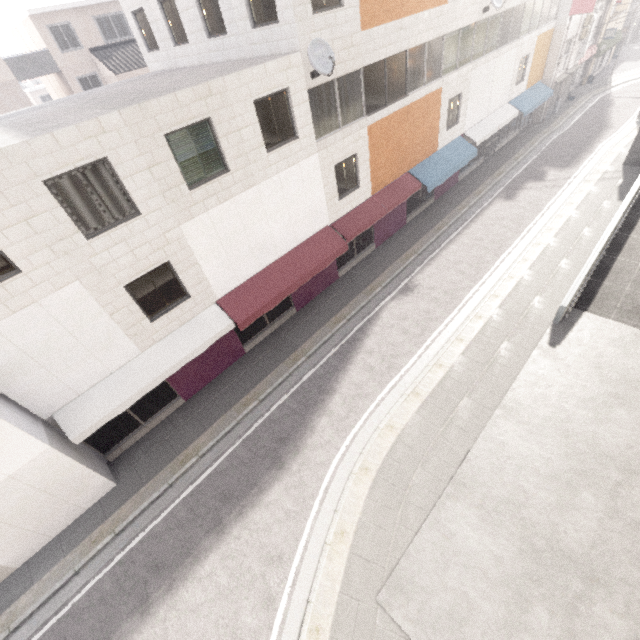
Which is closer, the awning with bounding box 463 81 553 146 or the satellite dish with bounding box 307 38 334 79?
the satellite dish with bounding box 307 38 334 79

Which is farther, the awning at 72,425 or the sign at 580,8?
the sign at 580,8

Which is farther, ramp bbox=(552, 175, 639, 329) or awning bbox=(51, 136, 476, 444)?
ramp bbox=(552, 175, 639, 329)

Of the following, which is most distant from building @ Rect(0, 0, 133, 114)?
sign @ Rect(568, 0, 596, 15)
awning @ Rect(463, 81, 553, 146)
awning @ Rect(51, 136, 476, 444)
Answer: sign @ Rect(568, 0, 596, 15)

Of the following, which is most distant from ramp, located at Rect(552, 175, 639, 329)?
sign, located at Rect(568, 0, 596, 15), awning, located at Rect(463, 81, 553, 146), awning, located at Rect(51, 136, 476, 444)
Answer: sign, located at Rect(568, 0, 596, 15)

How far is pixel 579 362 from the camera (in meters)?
10.71

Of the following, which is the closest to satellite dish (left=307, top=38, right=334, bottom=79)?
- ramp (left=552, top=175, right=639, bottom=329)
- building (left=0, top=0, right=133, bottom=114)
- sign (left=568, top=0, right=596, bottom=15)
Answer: ramp (left=552, top=175, right=639, bottom=329)

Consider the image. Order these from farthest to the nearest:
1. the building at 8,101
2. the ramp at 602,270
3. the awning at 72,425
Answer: the building at 8,101
the ramp at 602,270
the awning at 72,425
